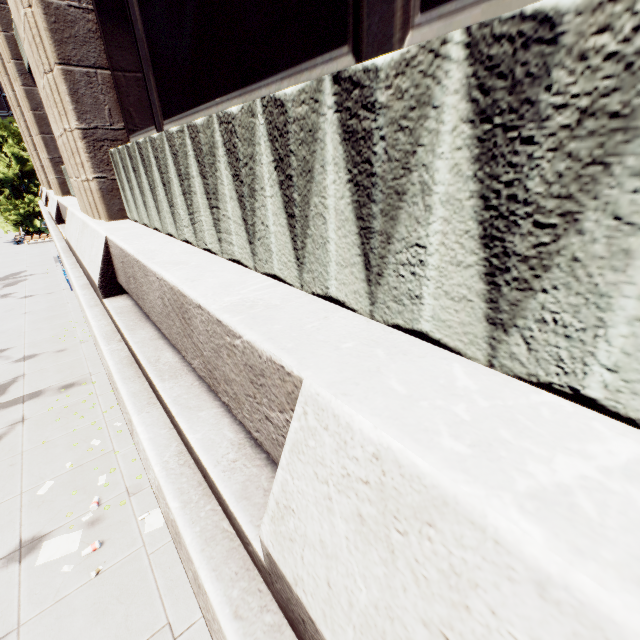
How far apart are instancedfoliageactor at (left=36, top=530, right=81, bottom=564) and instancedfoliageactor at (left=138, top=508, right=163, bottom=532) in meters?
1.1

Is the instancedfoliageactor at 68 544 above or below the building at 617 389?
below

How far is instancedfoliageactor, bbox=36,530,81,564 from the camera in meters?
6.5 m

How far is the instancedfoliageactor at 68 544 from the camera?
6.5 meters

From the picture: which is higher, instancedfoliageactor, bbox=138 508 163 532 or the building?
the building

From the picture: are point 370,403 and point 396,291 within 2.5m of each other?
yes

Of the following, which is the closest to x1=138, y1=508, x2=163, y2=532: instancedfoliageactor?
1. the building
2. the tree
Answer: the building

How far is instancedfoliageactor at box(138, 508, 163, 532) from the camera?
6.9m
